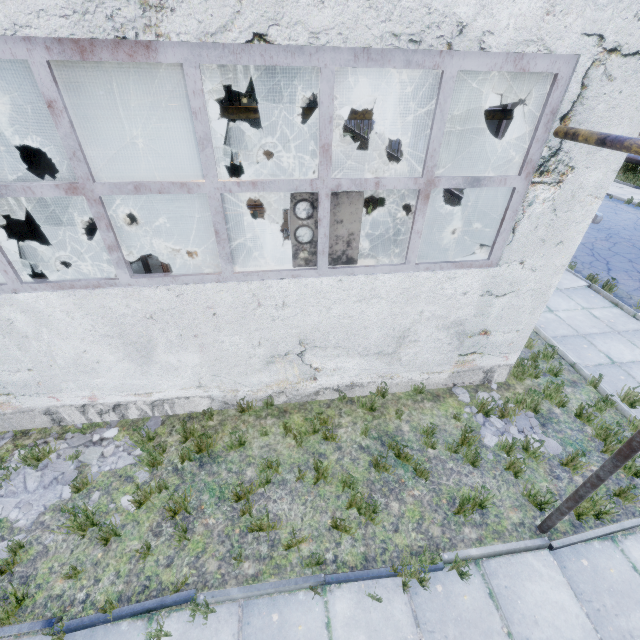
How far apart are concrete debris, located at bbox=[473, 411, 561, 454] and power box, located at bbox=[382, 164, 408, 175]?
6.25m

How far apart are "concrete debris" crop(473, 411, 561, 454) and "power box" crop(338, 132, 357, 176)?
14.02m

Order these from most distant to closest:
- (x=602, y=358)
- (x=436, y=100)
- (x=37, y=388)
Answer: (x=602, y=358)
(x=37, y=388)
(x=436, y=100)

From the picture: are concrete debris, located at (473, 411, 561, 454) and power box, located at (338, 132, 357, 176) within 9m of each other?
no

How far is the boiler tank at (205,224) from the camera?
8.6m

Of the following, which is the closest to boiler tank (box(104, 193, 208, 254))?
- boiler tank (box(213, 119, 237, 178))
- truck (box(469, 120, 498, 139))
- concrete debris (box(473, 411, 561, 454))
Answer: boiler tank (box(213, 119, 237, 178))

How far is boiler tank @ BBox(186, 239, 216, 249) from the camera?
9.38m
